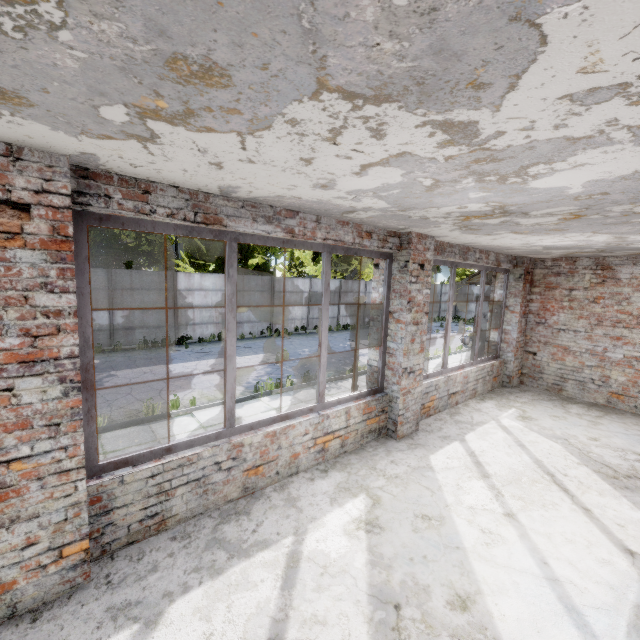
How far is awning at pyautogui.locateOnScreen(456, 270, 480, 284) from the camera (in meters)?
9.34

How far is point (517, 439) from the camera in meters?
5.2

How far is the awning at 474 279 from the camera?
9.3m
